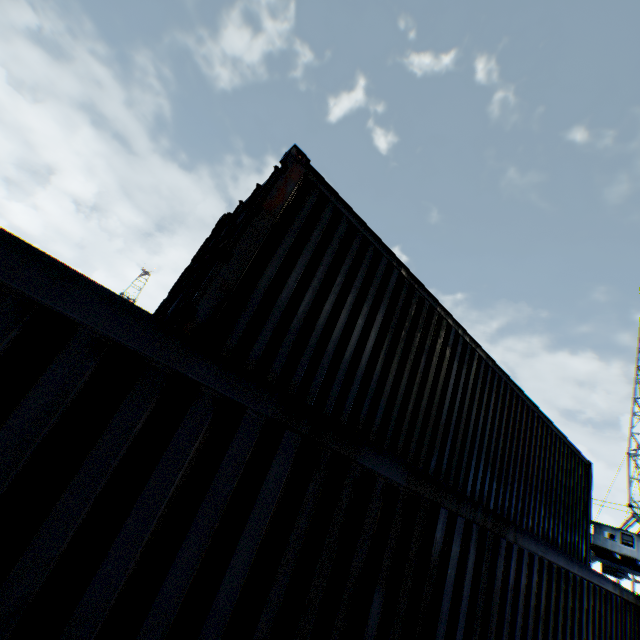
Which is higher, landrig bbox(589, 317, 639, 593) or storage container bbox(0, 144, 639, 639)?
landrig bbox(589, 317, 639, 593)

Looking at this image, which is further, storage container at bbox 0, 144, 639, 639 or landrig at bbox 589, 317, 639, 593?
landrig at bbox 589, 317, 639, 593

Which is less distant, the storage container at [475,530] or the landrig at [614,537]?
the storage container at [475,530]

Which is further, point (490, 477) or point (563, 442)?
point (563, 442)

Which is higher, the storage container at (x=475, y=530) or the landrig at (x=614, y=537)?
the landrig at (x=614, y=537)
